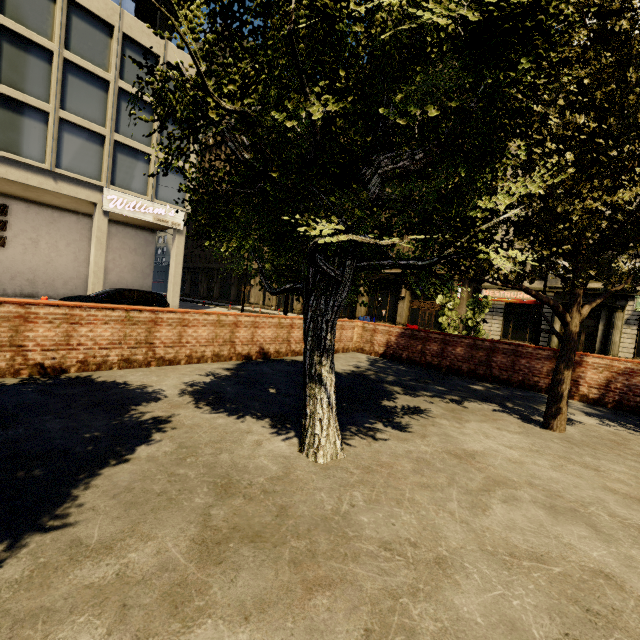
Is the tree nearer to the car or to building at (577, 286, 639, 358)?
the car

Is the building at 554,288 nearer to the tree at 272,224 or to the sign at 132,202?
the sign at 132,202

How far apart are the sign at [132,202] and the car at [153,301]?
7.28m

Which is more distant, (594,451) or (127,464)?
(594,451)

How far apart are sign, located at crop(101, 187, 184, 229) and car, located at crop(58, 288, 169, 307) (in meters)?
7.28

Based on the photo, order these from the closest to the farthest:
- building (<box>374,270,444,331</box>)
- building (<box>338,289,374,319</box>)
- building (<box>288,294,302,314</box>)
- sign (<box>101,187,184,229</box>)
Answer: sign (<box>101,187,184,229</box>) < building (<box>374,270,444,331</box>) < building (<box>338,289,374,319</box>) < building (<box>288,294,302,314</box>)

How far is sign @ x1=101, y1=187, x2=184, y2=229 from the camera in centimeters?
1872cm

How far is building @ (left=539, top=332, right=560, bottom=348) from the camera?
23.53m
